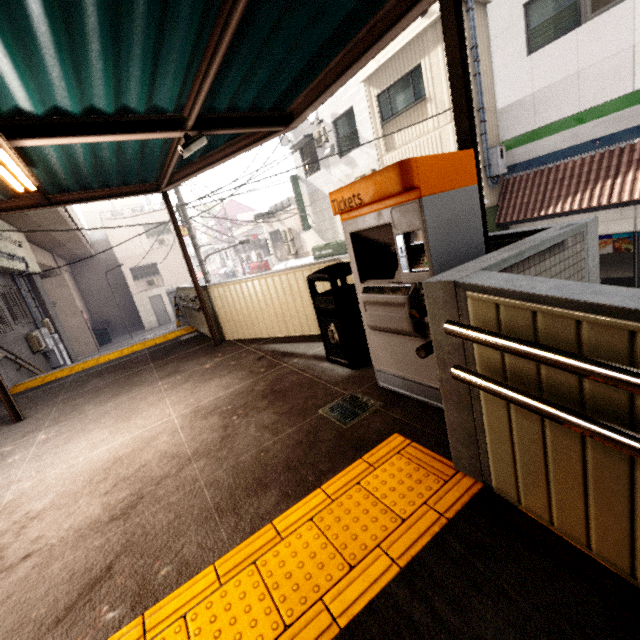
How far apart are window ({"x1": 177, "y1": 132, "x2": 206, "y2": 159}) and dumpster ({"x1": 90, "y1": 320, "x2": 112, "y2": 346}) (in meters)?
25.03

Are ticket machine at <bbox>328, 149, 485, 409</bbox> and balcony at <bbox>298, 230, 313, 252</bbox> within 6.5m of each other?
no

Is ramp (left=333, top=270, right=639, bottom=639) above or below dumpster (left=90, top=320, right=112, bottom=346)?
above

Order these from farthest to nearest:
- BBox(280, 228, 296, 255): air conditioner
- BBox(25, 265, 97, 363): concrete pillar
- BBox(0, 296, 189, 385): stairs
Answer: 1. BBox(280, 228, 296, 255): air conditioner
2. BBox(25, 265, 97, 363): concrete pillar
3. BBox(0, 296, 189, 385): stairs

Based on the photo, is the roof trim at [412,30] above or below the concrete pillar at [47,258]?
above

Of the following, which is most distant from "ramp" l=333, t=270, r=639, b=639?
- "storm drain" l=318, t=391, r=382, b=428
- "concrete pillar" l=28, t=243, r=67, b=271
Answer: "concrete pillar" l=28, t=243, r=67, b=271

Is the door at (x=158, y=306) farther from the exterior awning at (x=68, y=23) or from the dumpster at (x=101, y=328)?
the exterior awning at (x=68, y=23)

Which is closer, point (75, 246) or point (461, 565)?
point (461, 565)
